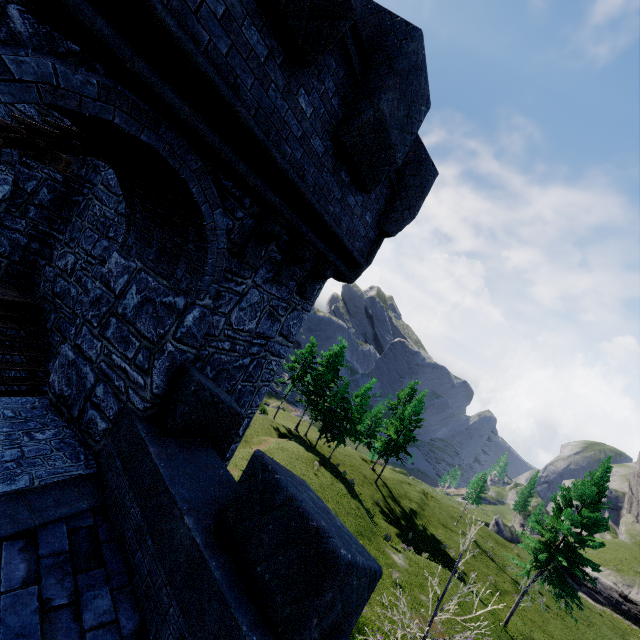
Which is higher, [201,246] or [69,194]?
[201,246]
